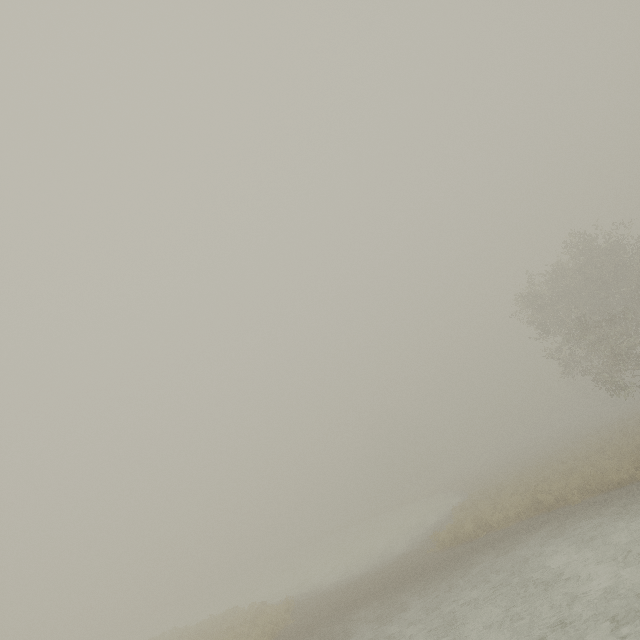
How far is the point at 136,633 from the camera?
47.2 meters
